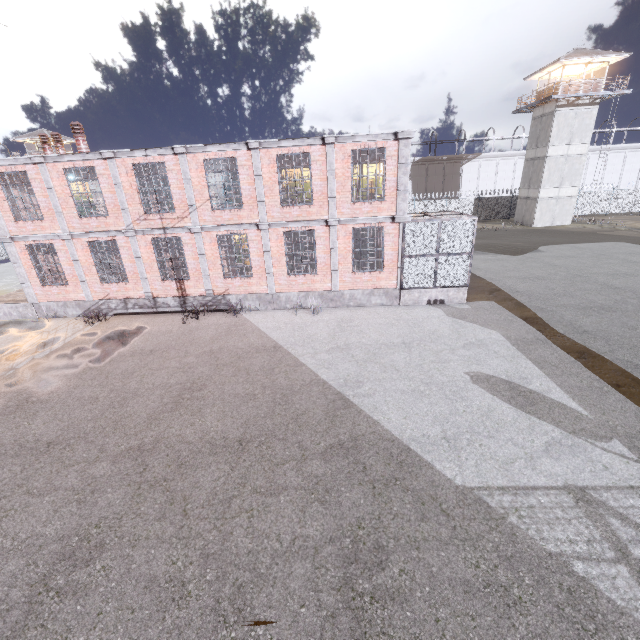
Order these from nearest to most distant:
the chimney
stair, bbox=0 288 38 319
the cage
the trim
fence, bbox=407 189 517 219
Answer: the trim → the cage → the chimney → stair, bbox=0 288 38 319 → fence, bbox=407 189 517 219

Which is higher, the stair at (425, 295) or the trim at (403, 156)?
the trim at (403, 156)

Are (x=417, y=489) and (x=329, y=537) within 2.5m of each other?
yes

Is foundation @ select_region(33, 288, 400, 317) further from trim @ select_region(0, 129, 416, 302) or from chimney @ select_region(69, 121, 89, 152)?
chimney @ select_region(69, 121, 89, 152)

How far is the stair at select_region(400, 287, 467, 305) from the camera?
14.7m

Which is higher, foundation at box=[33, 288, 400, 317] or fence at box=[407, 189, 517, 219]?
fence at box=[407, 189, 517, 219]

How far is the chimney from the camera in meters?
14.3 m

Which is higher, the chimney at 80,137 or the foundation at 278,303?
the chimney at 80,137
